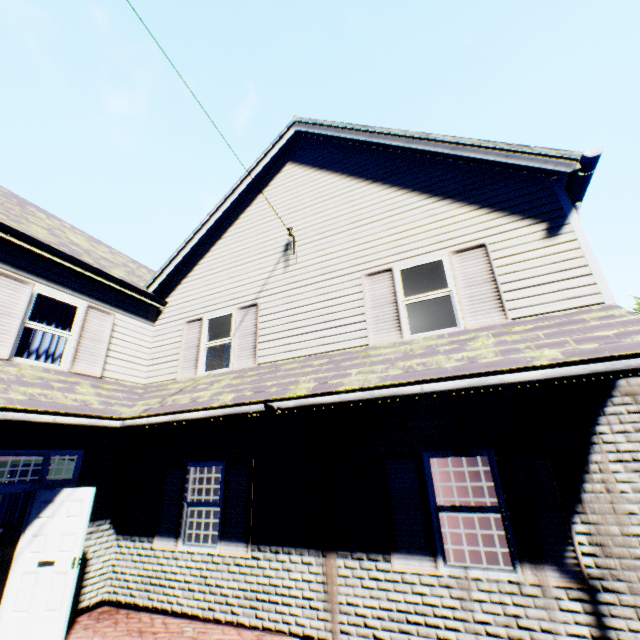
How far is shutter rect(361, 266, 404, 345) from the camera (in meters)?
6.09

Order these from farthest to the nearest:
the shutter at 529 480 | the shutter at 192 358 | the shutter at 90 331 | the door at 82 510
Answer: the shutter at 192 358
the shutter at 90 331
the door at 82 510
the shutter at 529 480

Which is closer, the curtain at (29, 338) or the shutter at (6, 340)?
the shutter at (6, 340)

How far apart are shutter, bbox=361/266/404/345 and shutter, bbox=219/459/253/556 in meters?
3.2 m

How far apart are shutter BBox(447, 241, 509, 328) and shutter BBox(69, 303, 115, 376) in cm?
784

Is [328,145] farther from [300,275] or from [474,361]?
[474,361]

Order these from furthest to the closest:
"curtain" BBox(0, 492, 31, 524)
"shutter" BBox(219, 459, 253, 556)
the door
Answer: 1. "curtain" BBox(0, 492, 31, 524)
2. "shutter" BBox(219, 459, 253, 556)
3. the door

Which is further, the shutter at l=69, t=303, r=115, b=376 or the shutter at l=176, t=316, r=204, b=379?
the shutter at l=176, t=316, r=204, b=379
